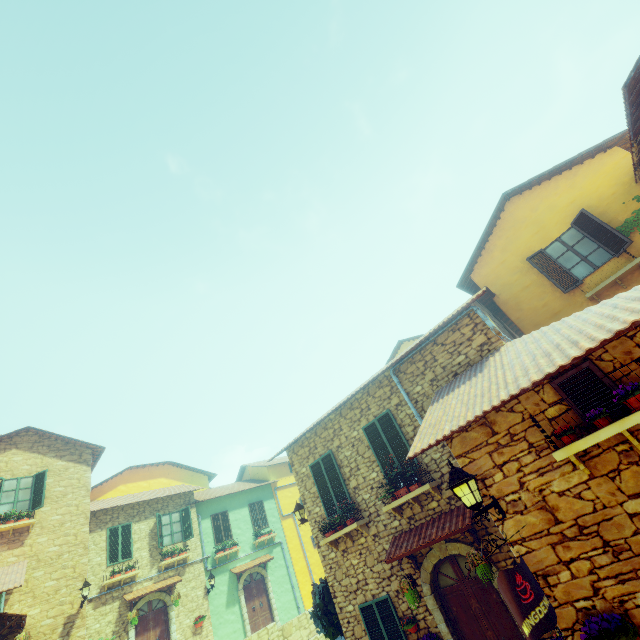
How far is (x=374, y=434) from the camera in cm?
929

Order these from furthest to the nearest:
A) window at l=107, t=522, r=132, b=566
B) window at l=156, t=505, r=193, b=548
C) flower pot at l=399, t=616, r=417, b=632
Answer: window at l=156, t=505, r=193, b=548
window at l=107, t=522, r=132, b=566
flower pot at l=399, t=616, r=417, b=632

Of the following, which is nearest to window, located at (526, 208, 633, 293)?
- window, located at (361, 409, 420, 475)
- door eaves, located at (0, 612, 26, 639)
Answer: window, located at (361, 409, 420, 475)

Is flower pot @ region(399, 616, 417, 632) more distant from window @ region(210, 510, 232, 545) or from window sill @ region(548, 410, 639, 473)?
window @ region(210, 510, 232, 545)

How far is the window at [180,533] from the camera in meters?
17.3

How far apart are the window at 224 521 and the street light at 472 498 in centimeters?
1945cm

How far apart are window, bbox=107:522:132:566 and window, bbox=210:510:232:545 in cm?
433

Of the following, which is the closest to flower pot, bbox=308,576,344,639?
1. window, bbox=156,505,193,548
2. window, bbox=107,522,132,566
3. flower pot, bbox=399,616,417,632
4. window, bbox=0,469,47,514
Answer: flower pot, bbox=399,616,417,632
